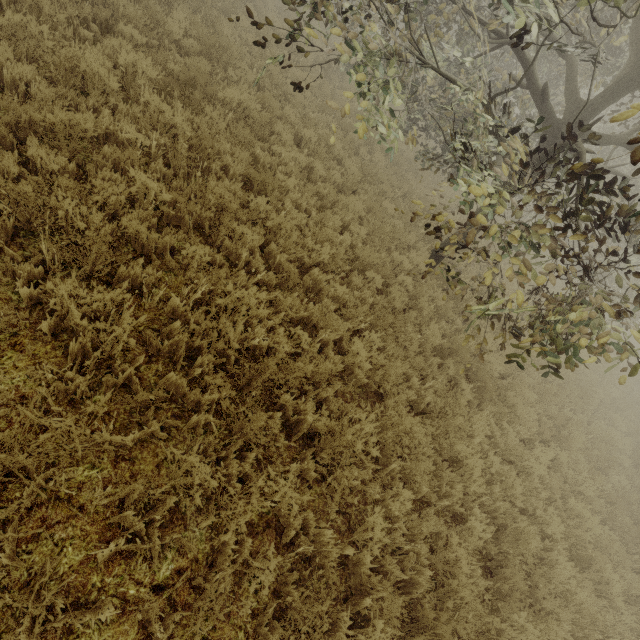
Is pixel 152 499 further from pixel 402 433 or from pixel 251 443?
pixel 402 433
